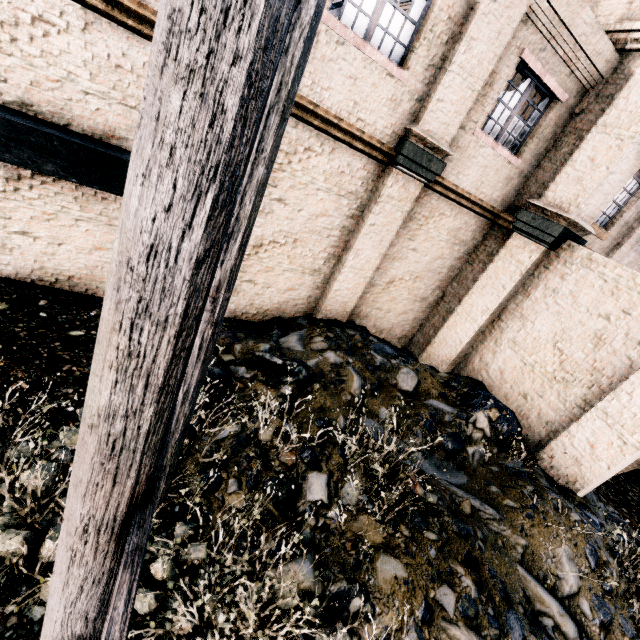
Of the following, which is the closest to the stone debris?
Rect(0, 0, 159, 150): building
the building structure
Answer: Rect(0, 0, 159, 150): building

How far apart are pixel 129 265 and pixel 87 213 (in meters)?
7.03

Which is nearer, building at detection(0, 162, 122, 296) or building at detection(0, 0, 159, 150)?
building at detection(0, 0, 159, 150)

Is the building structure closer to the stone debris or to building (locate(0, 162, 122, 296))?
building (locate(0, 162, 122, 296))

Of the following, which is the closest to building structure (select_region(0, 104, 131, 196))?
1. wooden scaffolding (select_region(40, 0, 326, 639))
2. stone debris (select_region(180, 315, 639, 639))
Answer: wooden scaffolding (select_region(40, 0, 326, 639))

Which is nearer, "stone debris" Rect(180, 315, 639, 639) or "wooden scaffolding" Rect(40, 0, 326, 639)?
"wooden scaffolding" Rect(40, 0, 326, 639)

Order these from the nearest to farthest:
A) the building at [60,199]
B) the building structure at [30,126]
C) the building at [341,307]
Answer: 1. the building structure at [30,126]
2. the building at [60,199]
3. the building at [341,307]

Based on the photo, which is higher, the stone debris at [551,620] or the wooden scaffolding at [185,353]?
the wooden scaffolding at [185,353]
